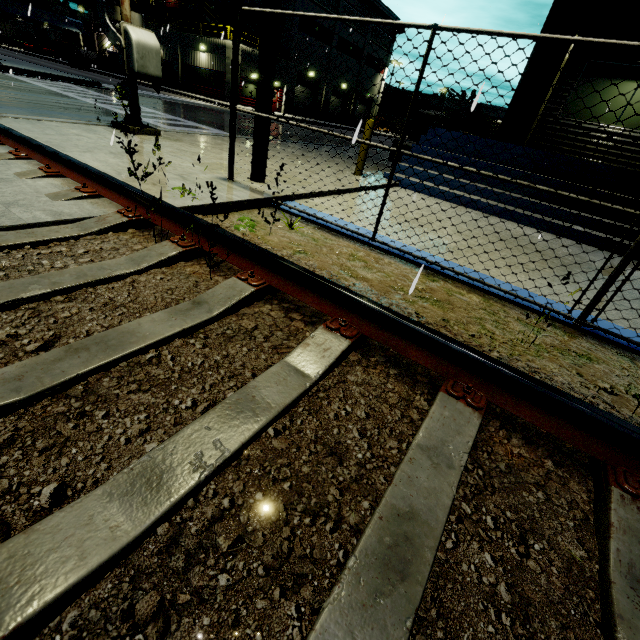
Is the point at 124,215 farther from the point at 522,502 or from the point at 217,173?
the point at 522,502

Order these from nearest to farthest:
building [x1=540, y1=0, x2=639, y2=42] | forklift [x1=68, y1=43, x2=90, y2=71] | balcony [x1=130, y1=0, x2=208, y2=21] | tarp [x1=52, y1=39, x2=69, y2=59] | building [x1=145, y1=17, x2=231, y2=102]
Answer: building [x1=540, y1=0, x2=639, y2=42], building [x1=145, y1=17, x2=231, y2=102], forklift [x1=68, y1=43, x2=90, y2=71], balcony [x1=130, y1=0, x2=208, y2=21], tarp [x1=52, y1=39, x2=69, y2=59]

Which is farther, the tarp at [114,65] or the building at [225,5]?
the tarp at [114,65]

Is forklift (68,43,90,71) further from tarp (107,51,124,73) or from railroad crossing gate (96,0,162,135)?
railroad crossing gate (96,0,162,135)

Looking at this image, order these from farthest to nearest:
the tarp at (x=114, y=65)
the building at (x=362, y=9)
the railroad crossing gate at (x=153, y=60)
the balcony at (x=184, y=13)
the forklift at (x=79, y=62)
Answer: the tarp at (x=114, y=65)
the balcony at (x=184, y=13)
the forklift at (x=79, y=62)
the building at (x=362, y=9)
the railroad crossing gate at (x=153, y=60)

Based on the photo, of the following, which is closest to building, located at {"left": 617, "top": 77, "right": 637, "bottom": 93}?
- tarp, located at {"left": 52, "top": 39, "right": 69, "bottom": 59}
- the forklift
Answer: tarp, located at {"left": 52, "top": 39, "right": 69, "bottom": 59}

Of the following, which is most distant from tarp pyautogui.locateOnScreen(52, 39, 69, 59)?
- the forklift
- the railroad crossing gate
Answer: the railroad crossing gate

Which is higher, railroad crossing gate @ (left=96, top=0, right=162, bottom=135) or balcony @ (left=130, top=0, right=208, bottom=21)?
balcony @ (left=130, top=0, right=208, bottom=21)
